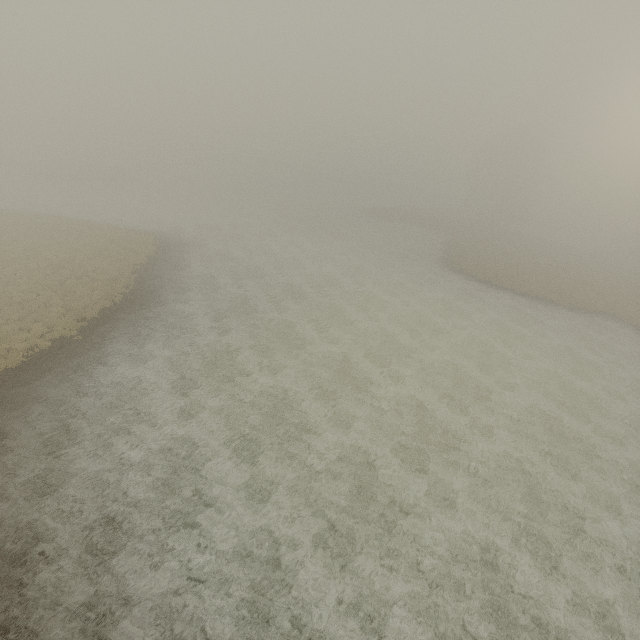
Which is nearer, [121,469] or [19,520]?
[19,520]
